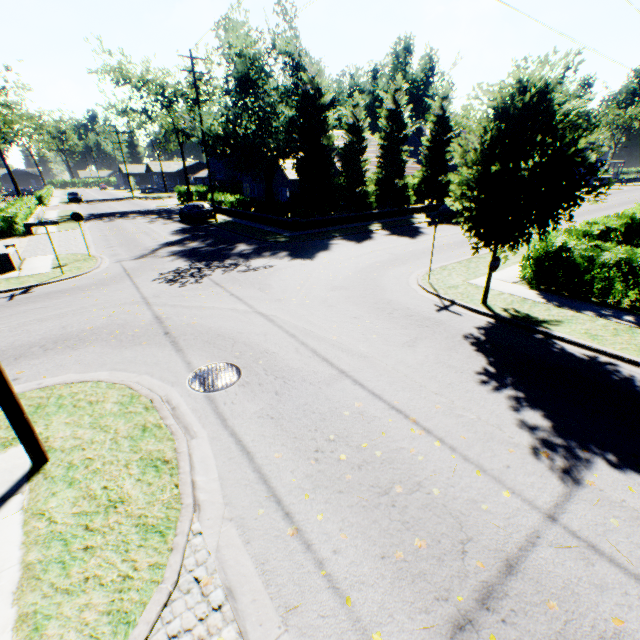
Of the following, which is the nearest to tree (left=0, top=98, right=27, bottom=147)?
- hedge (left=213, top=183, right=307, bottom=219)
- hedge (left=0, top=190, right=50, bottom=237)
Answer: hedge (left=213, top=183, right=307, bottom=219)

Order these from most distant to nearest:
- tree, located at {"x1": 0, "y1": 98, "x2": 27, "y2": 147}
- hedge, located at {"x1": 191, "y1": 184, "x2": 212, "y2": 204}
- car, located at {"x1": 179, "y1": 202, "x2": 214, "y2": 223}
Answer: tree, located at {"x1": 0, "y1": 98, "x2": 27, "y2": 147}, hedge, located at {"x1": 191, "y1": 184, "x2": 212, "y2": 204}, car, located at {"x1": 179, "y1": 202, "x2": 214, "y2": 223}

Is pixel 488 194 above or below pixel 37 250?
above

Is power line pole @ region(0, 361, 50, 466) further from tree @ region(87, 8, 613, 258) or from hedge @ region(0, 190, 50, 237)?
hedge @ region(0, 190, 50, 237)

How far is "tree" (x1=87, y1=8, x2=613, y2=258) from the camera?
7.79m

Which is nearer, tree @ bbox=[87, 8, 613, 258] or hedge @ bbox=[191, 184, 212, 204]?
tree @ bbox=[87, 8, 613, 258]

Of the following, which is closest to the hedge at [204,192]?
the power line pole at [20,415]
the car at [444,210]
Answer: the car at [444,210]

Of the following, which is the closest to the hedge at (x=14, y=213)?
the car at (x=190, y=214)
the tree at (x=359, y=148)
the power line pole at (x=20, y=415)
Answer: the car at (x=190, y=214)
